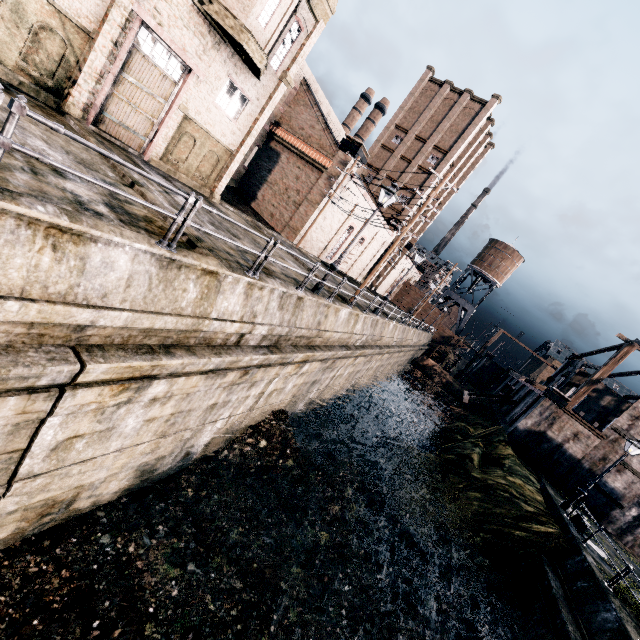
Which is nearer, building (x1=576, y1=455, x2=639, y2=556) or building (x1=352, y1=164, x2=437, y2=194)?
building (x1=576, y1=455, x2=639, y2=556)

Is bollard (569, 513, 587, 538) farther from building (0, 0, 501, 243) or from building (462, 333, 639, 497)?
building (0, 0, 501, 243)

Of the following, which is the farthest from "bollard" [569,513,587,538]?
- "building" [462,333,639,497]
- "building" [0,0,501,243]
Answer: "building" [0,0,501,243]

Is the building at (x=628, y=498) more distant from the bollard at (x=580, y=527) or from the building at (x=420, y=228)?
the building at (x=420, y=228)

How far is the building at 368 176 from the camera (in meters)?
44.28

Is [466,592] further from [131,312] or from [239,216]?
[239,216]

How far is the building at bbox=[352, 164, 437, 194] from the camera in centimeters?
4428cm
